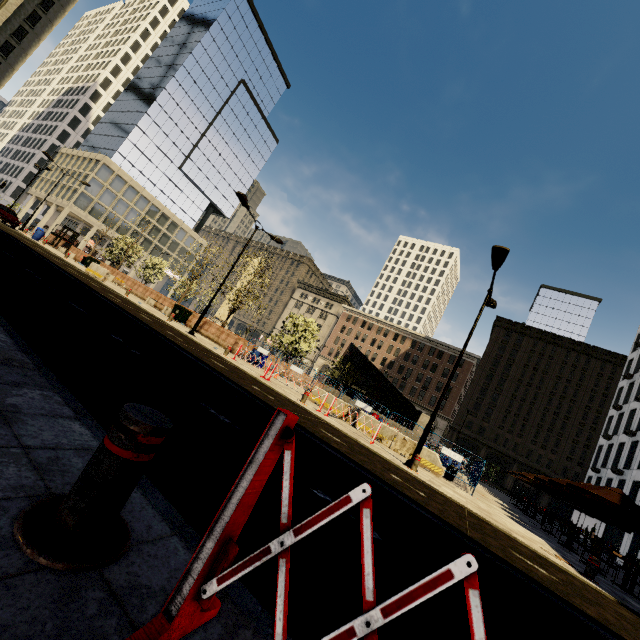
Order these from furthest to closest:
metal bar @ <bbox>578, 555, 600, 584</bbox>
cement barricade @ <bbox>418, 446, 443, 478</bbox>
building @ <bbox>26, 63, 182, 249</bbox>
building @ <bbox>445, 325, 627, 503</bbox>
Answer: building @ <bbox>26, 63, 182, 249</bbox>, building @ <bbox>445, 325, 627, 503</bbox>, cement barricade @ <bbox>418, 446, 443, 478</bbox>, metal bar @ <bbox>578, 555, 600, 584</bbox>

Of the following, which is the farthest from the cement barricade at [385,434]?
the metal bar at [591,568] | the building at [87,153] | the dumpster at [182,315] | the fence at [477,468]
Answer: the building at [87,153]

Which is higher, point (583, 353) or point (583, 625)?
point (583, 353)

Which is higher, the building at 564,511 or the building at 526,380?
the building at 526,380

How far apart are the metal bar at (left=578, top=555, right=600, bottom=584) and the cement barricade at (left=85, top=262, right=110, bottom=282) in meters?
27.2 m

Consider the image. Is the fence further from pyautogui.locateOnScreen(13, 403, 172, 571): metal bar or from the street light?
pyautogui.locateOnScreen(13, 403, 172, 571): metal bar

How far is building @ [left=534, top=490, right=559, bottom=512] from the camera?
49.75m
